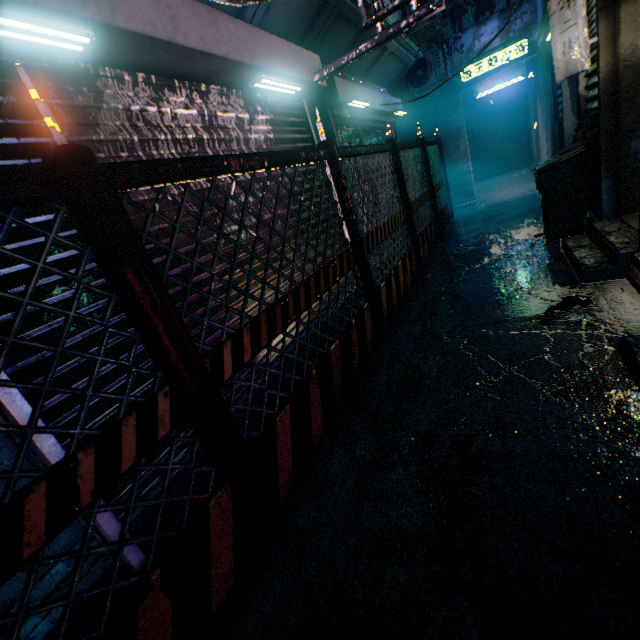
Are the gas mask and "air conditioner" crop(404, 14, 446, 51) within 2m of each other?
no

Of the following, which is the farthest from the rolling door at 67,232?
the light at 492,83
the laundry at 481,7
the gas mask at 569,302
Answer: the laundry at 481,7

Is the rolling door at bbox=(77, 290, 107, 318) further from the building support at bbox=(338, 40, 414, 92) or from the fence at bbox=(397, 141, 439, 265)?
the fence at bbox=(397, 141, 439, 265)

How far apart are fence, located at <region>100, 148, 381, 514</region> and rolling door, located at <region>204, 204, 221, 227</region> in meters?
0.6

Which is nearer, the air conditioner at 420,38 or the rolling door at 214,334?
the rolling door at 214,334

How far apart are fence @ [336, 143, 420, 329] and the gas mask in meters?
1.3 m

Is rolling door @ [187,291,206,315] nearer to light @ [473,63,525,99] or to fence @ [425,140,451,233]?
fence @ [425,140,451,233]

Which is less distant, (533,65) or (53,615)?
(53,615)
